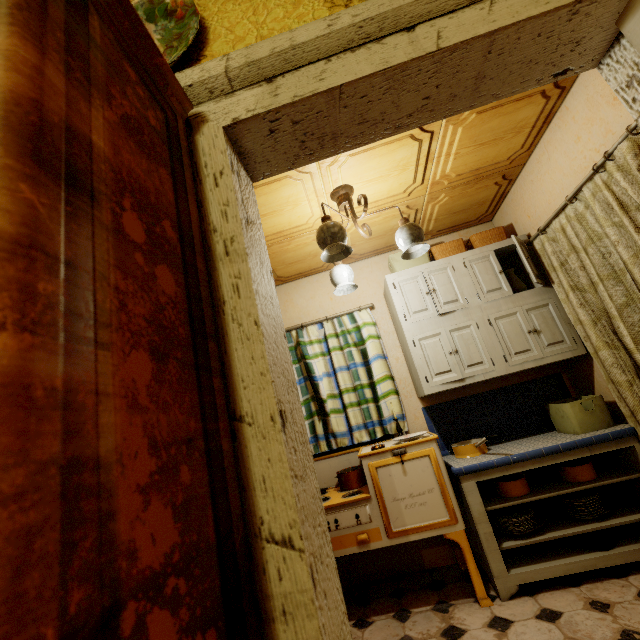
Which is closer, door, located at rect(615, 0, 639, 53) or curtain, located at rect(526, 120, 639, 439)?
door, located at rect(615, 0, 639, 53)

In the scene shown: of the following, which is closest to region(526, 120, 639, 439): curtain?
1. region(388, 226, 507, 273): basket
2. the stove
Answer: region(388, 226, 507, 273): basket

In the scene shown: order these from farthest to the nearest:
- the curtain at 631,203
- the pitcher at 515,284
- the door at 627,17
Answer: the pitcher at 515,284 → the curtain at 631,203 → the door at 627,17

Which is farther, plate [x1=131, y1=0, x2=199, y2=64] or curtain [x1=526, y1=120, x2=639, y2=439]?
curtain [x1=526, y1=120, x2=639, y2=439]

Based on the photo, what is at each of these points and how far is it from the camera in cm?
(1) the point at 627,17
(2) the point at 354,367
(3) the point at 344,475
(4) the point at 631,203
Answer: (1) door, 81
(2) curtain, 317
(3) pot, 270
(4) curtain, 176

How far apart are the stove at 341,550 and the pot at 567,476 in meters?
0.8 m

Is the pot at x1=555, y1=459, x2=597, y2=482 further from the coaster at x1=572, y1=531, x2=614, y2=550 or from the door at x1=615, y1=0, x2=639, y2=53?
the door at x1=615, y1=0, x2=639, y2=53

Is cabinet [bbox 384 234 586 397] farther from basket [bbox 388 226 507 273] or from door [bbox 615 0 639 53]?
door [bbox 615 0 639 53]
